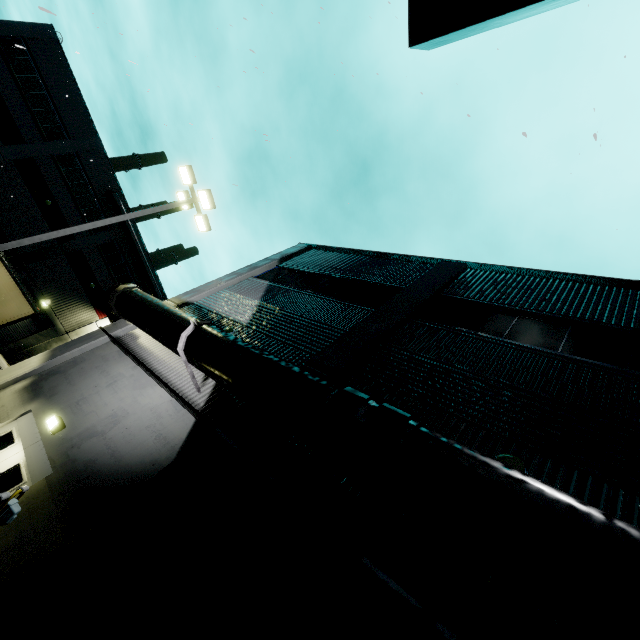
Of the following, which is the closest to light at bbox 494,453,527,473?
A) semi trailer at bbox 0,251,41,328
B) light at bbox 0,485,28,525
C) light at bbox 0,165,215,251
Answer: light at bbox 0,485,28,525

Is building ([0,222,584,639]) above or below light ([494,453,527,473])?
below

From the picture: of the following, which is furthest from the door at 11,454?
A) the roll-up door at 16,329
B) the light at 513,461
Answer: the light at 513,461

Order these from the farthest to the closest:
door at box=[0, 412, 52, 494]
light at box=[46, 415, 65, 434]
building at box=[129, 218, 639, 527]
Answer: light at box=[46, 415, 65, 434] < door at box=[0, 412, 52, 494] < building at box=[129, 218, 639, 527]

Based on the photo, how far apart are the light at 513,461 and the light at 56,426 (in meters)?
8.81

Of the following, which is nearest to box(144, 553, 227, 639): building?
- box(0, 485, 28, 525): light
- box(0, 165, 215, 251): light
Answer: box(0, 165, 215, 251): light

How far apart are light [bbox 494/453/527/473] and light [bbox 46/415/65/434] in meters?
8.8

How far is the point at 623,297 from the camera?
8.54m
